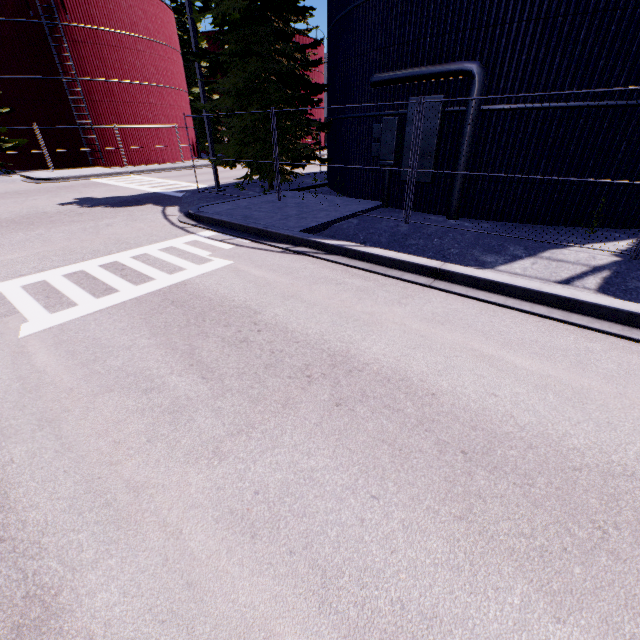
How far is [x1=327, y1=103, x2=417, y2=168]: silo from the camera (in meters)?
10.24

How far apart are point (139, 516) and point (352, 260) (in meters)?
5.88

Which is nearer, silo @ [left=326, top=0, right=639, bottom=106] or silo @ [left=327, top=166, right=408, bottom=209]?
silo @ [left=326, top=0, right=639, bottom=106]

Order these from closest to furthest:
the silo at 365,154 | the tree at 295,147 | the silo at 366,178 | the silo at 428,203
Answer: the silo at 428,203
the silo at 365,154
the silo at 366,178
the tree at 295,147

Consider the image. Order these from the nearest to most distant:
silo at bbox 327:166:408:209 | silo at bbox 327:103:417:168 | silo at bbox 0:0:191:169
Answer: silo at bbox 327:103:417:168 < silo at bbox 327:166:408:209 < silo at bbox 0:0:191:169

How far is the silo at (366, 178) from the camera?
11.2m

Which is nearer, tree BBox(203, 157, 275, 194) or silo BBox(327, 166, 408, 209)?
silo BBox(327, 166, 408, 209)
